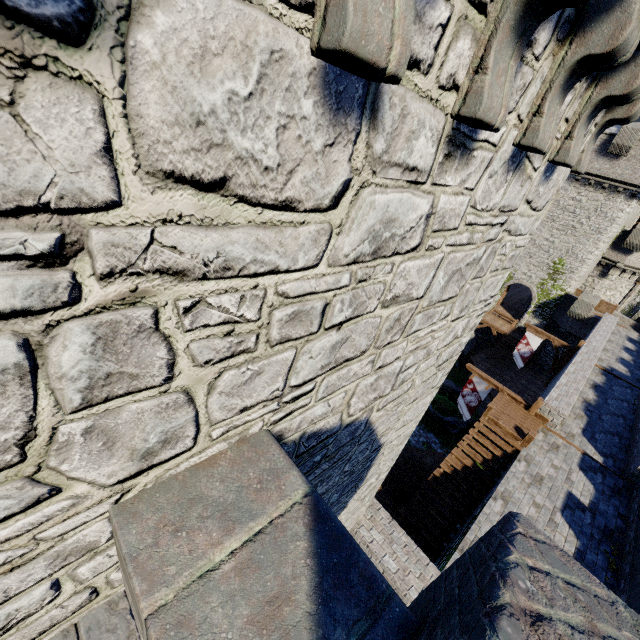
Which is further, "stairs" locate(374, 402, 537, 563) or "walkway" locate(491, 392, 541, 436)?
"walkway" locate(491, 392, 541, 436)

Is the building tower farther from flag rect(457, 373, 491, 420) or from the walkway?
flag rect(457, 373, 491, 420)

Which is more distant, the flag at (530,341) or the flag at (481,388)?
the flag at (530,341)

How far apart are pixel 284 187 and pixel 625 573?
14.12m

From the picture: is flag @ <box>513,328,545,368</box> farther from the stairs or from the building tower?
the building tower

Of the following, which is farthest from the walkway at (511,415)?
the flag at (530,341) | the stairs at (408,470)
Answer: the flag at (530,341)

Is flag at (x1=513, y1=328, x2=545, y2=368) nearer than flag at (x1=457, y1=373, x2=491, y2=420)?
No

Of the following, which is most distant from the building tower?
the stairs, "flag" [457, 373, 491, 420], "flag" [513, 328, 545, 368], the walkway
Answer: "flag" [513, 328, 545, 368]
